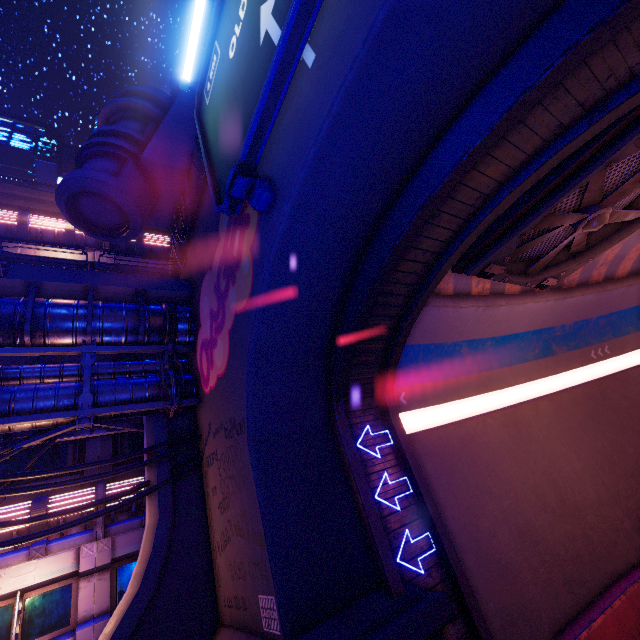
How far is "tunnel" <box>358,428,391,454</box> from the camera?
9.50m

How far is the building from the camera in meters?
10.7 m

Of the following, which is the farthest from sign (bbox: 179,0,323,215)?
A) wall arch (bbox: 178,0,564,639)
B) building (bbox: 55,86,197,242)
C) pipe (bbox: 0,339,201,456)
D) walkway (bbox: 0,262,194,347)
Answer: pipe (bbox: 0,339,201,456)

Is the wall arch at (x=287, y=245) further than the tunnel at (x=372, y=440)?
No

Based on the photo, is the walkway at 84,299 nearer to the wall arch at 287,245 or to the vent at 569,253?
the wall arch at 287,245

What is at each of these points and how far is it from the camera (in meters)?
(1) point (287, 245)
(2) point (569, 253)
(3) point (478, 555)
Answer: (1) wall arch, 7.23
(2) vent, 11.27
(3) tunnel, 9.77

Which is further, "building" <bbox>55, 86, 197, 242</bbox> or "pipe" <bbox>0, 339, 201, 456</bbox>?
"building" <bbox>55, 86, 197, 242</bbox>

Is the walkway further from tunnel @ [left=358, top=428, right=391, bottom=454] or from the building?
tunnel @ [left=358, top=428, right=391, bottom=454]
